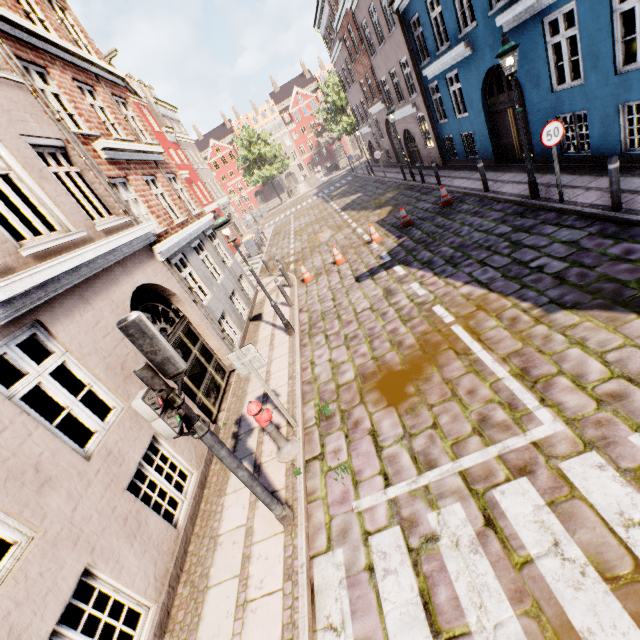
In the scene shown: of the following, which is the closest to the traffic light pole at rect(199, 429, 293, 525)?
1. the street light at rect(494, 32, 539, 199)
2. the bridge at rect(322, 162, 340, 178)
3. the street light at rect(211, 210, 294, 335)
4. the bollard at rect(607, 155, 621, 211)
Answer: the street light at rect(211, 210, 294, 335)

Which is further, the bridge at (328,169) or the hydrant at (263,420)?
the bridge at (328,169)

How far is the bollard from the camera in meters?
6.2

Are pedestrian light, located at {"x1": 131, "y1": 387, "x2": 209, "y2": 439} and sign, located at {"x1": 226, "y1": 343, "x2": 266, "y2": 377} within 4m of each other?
yes

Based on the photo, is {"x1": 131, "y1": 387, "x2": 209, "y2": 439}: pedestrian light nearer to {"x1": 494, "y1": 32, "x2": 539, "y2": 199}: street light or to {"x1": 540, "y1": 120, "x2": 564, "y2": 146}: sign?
{"x1": 540, "y1": 120, "x2": 564, "y2": 146}: sign

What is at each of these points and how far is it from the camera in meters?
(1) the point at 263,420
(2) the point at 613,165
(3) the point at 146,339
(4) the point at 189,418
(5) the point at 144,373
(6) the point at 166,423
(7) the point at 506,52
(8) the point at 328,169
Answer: (1) hydrant, 5.1
(2) bollard, 6.2
(3) traffic light, 3.1
(4) traffic light pole, 3.5
(5) traffic light pole, 3.2
(6) pedestrian light, 3.1
(7) street light, 7.3
(8) bridge, 50.8

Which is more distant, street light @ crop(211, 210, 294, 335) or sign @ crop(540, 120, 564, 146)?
street light @ crop(211, 210, 294, 335)

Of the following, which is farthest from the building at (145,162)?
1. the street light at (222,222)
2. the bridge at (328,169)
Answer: the bridge at (328,169)
